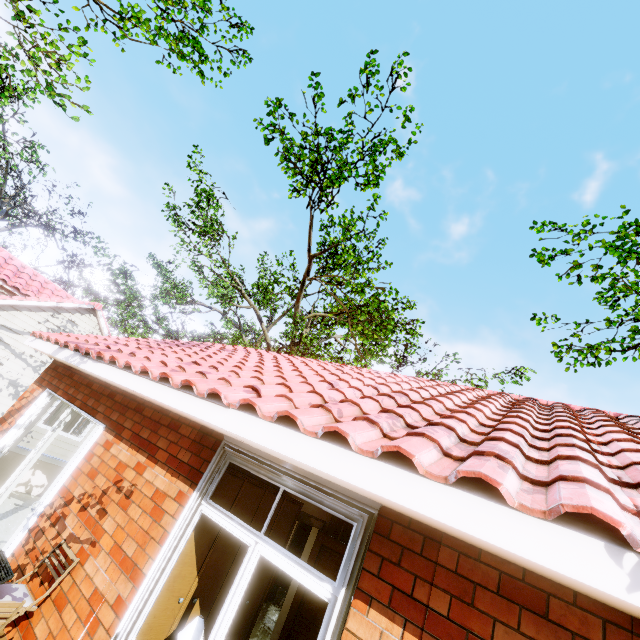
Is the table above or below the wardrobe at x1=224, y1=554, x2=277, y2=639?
below

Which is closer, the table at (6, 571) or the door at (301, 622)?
the table at (6, 571)

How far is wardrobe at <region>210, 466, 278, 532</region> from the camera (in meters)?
3.84

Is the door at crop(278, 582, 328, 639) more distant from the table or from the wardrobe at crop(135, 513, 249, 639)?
the table

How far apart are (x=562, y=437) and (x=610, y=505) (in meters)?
1.75

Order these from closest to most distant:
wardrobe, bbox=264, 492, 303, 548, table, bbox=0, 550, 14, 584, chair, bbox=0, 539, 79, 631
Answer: chair, bbox=0, 539, 79, 631
table, bbox=0, 550, 14, 584
wardrobe, bbox=264, 492, 303, 548

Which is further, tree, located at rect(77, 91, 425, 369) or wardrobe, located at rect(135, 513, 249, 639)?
tree, located at rect(77, 91, 425, 369)

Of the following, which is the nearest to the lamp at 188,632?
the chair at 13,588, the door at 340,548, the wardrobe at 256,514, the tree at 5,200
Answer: the wardrobe at 256,514
